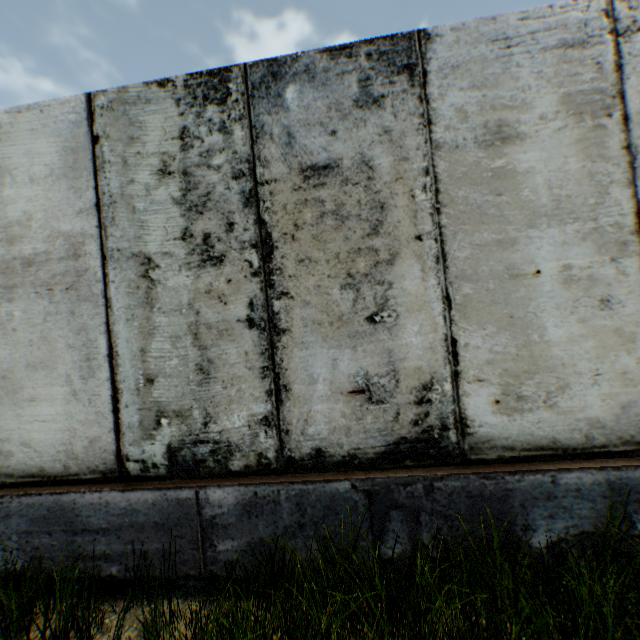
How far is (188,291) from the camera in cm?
235
